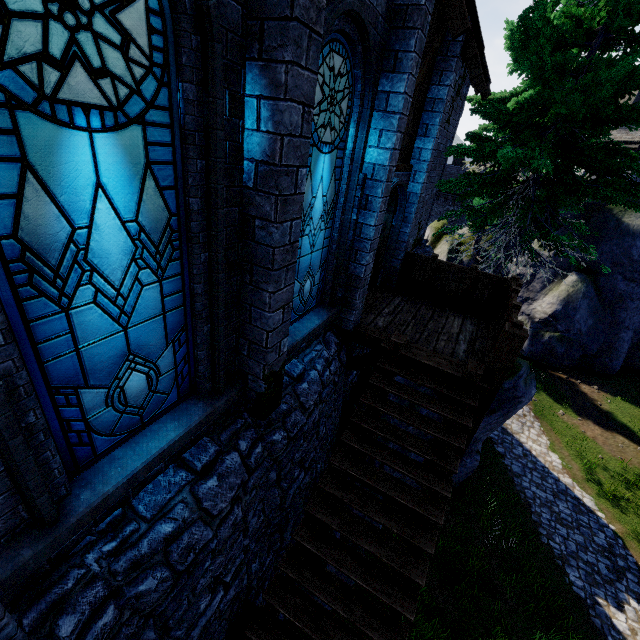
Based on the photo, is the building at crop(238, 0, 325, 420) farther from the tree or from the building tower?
the building tower

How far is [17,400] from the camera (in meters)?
1.97

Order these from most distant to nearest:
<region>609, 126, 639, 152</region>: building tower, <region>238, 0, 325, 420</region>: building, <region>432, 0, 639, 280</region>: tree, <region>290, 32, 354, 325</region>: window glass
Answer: <region>609, 126, 639, 152</region>: building tower
<region>432, 0, 639, 280</region>: tree
<region>290, 32, 354, 325</region>: window glass
<region>238, 0, 325, 420</region>: building

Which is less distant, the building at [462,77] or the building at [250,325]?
the building at [250,325]

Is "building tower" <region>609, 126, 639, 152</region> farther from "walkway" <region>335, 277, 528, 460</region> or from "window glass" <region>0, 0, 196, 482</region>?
"window glass" <region>0, 0, 196, 482</region>

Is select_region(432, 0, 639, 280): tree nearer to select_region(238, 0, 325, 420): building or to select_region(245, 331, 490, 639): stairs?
select_region(238, 0, 325, 420): building

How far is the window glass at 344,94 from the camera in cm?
377

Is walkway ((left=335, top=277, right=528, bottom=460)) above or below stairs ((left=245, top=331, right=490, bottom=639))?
above
